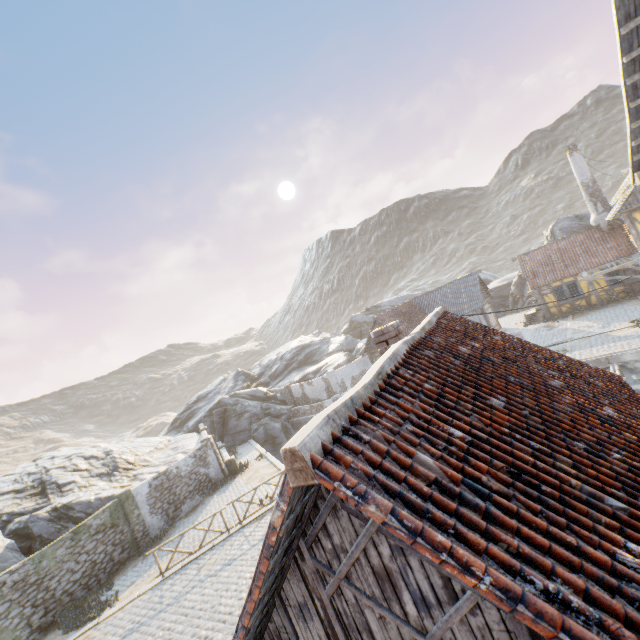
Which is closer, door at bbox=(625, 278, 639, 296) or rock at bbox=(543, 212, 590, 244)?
door at bbox=(625, 278, 639, 296)

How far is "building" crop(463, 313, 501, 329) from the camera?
29.1m

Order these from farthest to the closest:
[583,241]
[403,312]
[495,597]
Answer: [403,312]
[583,241]
[495,597]

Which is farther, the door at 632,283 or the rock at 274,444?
the door at 632,283

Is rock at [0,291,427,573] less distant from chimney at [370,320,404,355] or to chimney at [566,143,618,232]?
chimney at [566,143,618,232]

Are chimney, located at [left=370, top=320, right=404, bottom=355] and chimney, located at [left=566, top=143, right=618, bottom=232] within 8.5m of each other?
no

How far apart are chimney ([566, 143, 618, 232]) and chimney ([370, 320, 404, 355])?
27.0 meters

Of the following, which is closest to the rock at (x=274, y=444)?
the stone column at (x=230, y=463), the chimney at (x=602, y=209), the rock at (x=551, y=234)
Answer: the rock at (x=551, y=234)
